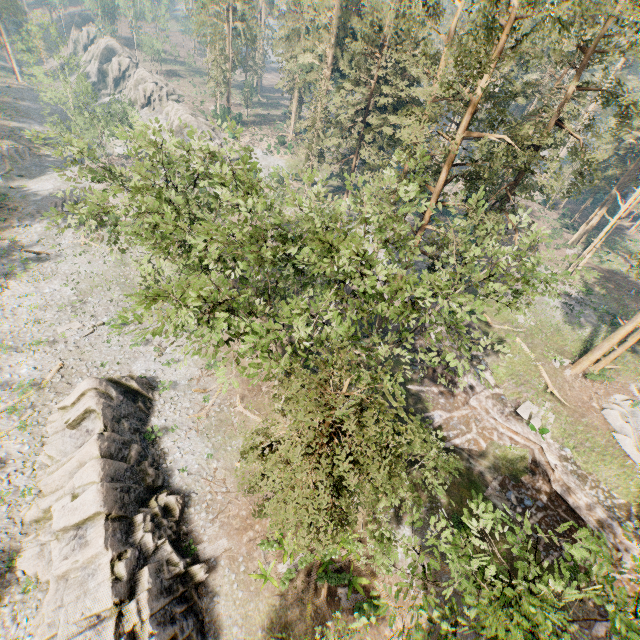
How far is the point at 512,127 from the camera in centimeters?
2455cm

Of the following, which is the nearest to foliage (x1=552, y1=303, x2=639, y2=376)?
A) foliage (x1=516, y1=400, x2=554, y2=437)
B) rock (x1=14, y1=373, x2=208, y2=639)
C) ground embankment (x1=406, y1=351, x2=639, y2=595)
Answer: ground embankment (x1=406, y1=351, x2=639, y2=595)

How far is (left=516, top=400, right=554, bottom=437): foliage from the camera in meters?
25.2 m

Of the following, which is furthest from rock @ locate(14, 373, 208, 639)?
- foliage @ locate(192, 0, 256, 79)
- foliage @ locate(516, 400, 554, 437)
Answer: foliage @ locate(516, 400, 554, 437)

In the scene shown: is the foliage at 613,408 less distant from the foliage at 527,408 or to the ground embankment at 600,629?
the ground embankment at 600,629

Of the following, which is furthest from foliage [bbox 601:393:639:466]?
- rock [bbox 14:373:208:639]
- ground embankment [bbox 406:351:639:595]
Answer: rock [bbox 14:373:208:639]

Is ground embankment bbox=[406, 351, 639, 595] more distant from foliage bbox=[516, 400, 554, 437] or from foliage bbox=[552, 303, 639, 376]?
foliage bbox=[552, 303, 639, 376]

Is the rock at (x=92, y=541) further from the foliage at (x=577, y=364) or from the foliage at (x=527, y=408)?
the foliage at (x=527, y=408)
